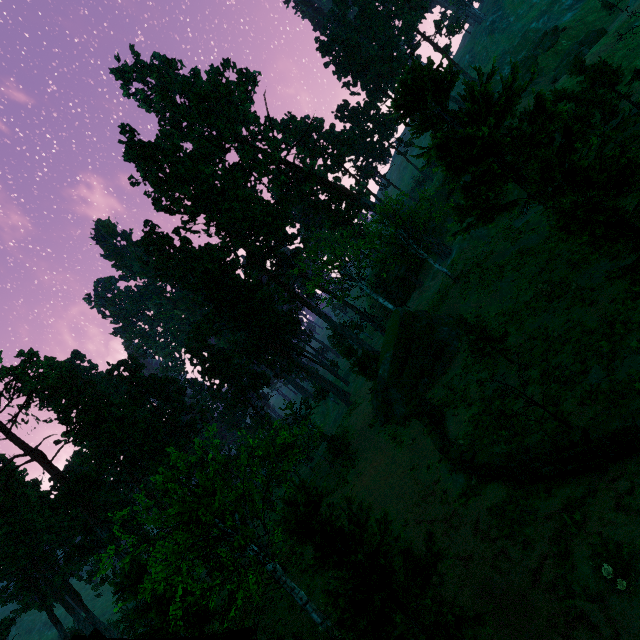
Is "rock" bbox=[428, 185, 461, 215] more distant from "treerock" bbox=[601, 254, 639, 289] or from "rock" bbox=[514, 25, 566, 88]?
"rock" bbox=[514, 25, 566, 88]

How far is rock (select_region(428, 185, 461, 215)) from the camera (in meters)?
49.00

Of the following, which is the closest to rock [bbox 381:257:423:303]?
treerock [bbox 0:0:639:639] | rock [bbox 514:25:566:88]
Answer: treerock [bbox 0:0:639:639]

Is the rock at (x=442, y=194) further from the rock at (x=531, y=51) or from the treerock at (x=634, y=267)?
the rock at (x=531, y=51)

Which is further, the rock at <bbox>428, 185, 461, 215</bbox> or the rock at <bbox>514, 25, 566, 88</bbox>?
the rock at <bbox>428, 185, 461, 215</bbox>

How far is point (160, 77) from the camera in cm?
4425

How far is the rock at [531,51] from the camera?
45.97m

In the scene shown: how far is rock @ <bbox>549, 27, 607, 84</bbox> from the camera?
40.7m
